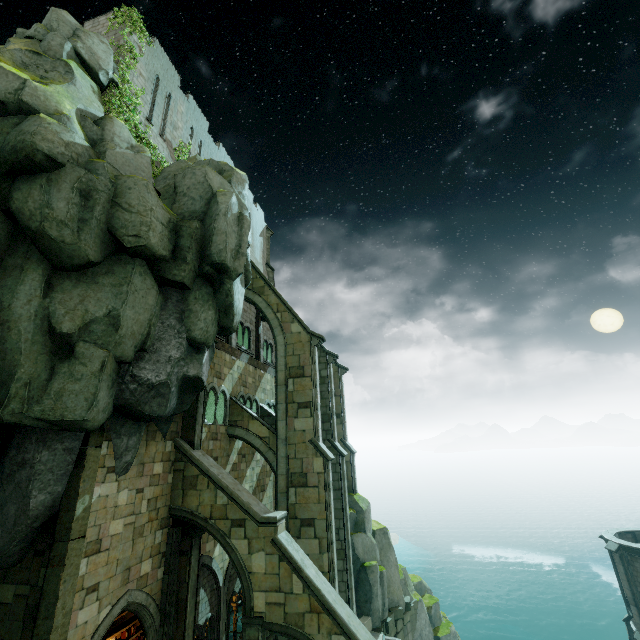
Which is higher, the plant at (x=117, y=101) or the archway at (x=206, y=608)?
the plant at (x=117, y=101)

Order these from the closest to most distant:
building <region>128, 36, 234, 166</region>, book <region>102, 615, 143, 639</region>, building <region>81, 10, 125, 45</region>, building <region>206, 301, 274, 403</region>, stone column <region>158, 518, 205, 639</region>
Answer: stone column <region>158, 518, 205, 639</region> < book <region>102, 615, 143, 639</region> < building <region>81, 10, 125, 45</region> < building <region>128, 36, 234, 166</region> < building <region>206, 301, 274, 403</region>

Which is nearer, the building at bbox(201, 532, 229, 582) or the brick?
the building at bbox(201, 532, 229, 582)

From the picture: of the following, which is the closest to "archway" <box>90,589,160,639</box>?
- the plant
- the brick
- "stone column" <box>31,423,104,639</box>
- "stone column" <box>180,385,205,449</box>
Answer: "stone column" <box>31,423,104,639</box>

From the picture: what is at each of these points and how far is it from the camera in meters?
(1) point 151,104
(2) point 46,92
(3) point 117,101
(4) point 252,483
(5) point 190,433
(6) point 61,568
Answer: (1) building, 17.2
(2) rock, 10.3
(3) plant, 13.8
(4) building, 19.5
(5) stone column, 13.7
(6) stone column, 8.6

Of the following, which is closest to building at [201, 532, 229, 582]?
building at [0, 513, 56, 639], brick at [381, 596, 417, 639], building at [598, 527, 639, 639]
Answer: building at [0, 513, 56, 639]

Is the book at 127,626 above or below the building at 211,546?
below

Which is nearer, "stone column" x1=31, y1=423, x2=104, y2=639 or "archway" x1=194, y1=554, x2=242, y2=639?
"stone column" x1=31, y1=423, x2=104, y2=639
